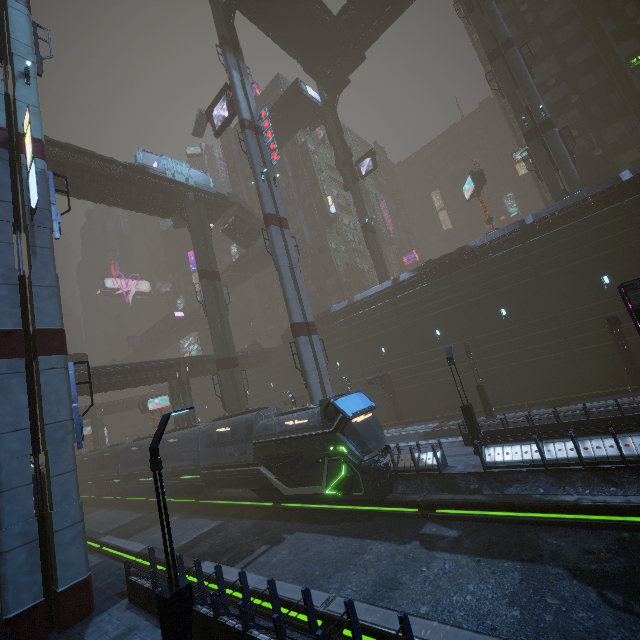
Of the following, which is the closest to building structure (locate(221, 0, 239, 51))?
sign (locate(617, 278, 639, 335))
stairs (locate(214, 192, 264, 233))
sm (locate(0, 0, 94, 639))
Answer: sm (locate(0, 0, 94, 639))

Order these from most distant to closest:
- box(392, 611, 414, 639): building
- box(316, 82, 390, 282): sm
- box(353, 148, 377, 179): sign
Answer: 1. box(353, 148, 377, 179): sign
2. box(316, 82, 390, 282): sm
3. box(392, 611, 414, 639): building

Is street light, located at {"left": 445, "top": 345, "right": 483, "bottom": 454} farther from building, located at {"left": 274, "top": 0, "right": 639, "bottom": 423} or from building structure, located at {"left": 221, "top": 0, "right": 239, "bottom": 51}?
building structure, located at {"left": 221, "top": 0, "right": 239, "bottom": 51}

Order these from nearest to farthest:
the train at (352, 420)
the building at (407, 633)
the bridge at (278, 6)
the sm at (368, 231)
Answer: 1. the building at (407, 633)
2. the train at (352, 420)
3. the bridge at (278, 6)
4. the sm at (368, 231)

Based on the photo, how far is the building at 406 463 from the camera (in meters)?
15.44

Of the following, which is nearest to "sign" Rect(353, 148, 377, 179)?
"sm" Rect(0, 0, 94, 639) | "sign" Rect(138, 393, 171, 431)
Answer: "sm" Rect(0, 0, 94, 639)

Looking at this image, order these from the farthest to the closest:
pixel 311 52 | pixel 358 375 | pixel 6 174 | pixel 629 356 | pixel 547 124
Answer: pixel 311 52
pixel 358 375
pixel 547 124
pixel 629 356
pixel 6 174

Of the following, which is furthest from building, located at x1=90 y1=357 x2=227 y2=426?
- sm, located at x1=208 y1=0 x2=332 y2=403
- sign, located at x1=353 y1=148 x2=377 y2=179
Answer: sign, located at x1=353 y1=148 x2=377 y2=179
